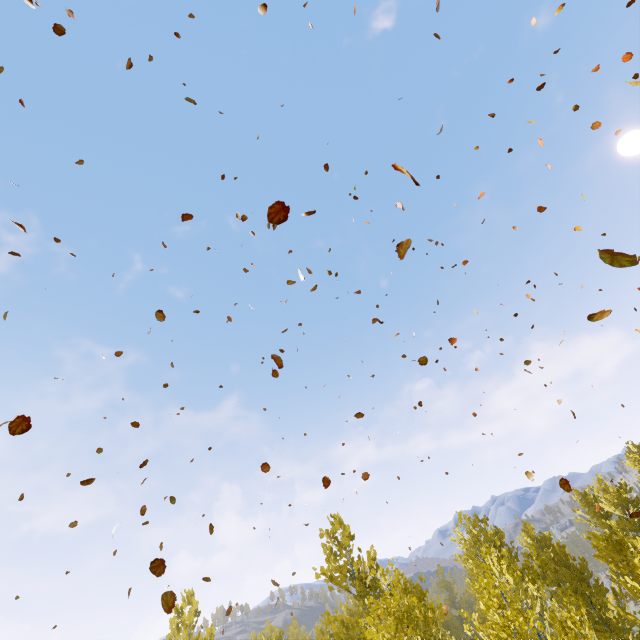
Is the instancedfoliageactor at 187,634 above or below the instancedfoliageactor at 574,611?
above

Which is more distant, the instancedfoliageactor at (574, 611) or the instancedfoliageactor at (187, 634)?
the instancedfoliageactor at (187, 634)

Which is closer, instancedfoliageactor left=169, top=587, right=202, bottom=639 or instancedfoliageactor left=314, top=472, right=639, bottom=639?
instancedfoliageactor left=314, top=472, right=639, bottom=639

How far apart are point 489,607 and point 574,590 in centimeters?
1270cm

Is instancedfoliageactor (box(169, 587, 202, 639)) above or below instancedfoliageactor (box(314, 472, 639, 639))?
above
